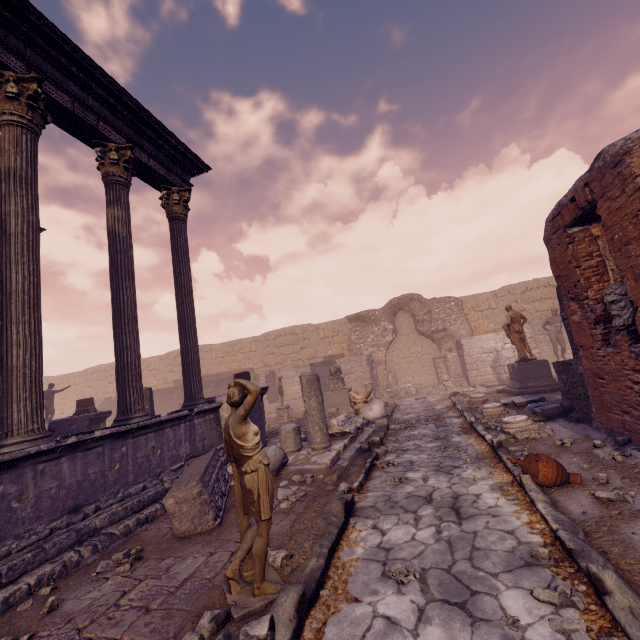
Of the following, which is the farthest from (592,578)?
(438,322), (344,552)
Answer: (438,322)

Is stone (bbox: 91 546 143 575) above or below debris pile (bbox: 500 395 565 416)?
below

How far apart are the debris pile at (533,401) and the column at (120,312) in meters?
8.4 m

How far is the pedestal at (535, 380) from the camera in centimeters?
1111cm

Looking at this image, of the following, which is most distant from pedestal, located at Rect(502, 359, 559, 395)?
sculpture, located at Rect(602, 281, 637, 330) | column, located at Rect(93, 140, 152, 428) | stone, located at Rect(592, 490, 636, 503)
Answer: column, located at Rect(93, 140, 152, 428)

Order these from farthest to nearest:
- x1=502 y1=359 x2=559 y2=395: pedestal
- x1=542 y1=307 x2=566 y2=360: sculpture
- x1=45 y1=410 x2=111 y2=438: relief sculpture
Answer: x1=542 y1=307 x2=566 y2=360: sculpture → x1=502 y1=359 x2=559 y2=395: pedestal → x1=45 y1=410 x2=111 y2=438: relief sculpture

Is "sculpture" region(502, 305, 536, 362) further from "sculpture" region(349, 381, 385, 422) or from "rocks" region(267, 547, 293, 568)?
"rocks" region(267, 547, 293, 568)

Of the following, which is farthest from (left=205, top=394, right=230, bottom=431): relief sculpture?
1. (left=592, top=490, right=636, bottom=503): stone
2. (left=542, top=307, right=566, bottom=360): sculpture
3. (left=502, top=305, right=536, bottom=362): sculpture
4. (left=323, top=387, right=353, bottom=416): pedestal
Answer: (left=542, top=307, right=566, bottom=360): sculpture
